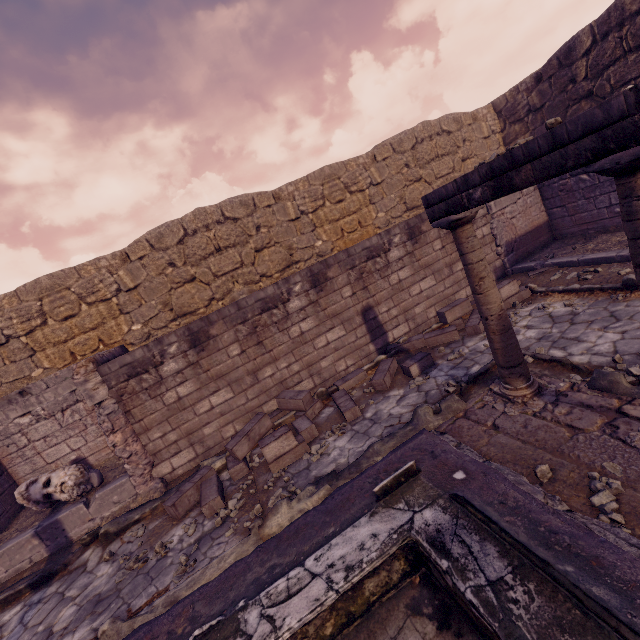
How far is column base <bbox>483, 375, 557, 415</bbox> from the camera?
3.8m

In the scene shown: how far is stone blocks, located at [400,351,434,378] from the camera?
5.94m

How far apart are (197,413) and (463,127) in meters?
12.4 m

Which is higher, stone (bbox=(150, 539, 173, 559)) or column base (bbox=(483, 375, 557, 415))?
column base (bbox=(483, 375, 557, 415))

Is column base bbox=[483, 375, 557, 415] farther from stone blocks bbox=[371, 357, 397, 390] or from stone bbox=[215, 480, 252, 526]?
stone bbox=[215, 480, 252, 526]

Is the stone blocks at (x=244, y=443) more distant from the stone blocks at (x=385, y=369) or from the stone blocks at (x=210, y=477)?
the stone blocks at (x=385, y=369)

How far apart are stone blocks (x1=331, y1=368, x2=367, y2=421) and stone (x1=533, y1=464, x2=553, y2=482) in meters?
3.0

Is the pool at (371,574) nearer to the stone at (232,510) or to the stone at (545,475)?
the stone at (545,475)
